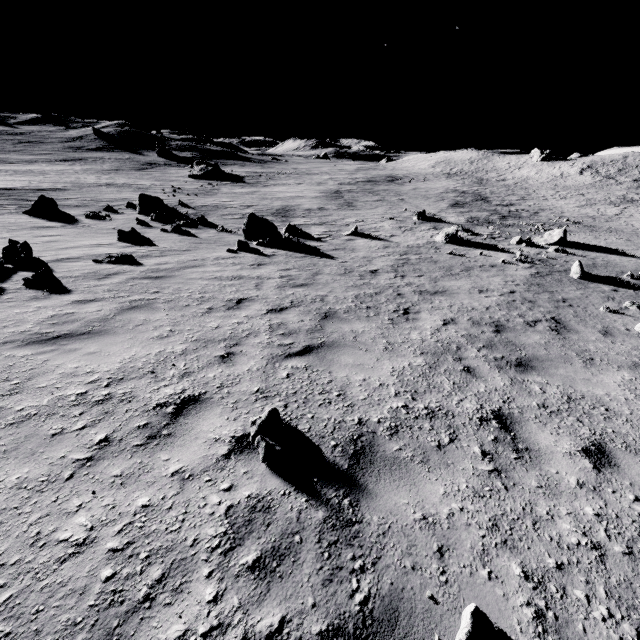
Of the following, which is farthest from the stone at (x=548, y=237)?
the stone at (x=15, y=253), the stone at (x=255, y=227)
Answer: the stone at (x=15, y=253)

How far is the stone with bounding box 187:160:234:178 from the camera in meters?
49.4

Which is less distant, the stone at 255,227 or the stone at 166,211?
the stone at 255,227

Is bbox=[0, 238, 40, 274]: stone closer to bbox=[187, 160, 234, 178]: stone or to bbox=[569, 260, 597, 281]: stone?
bbox=[569, 260, 597, 281]: stone

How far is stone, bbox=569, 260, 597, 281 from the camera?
12.8 meters

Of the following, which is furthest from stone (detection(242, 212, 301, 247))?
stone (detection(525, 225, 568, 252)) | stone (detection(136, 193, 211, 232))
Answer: stone (detection(525, 225, 568, 252))

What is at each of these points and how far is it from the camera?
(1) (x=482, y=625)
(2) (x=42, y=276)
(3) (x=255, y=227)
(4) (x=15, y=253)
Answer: (1) stone, 1.9m
(2) stone, 7.7m
(3) stone, 15.5m
(4) stone, 9.5m

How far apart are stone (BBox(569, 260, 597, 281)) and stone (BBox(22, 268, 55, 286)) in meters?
17.7 m
